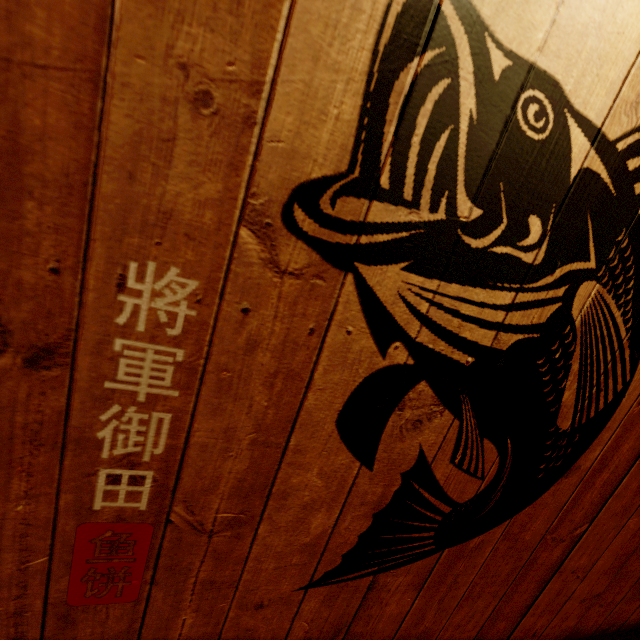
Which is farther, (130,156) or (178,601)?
(178,601)
